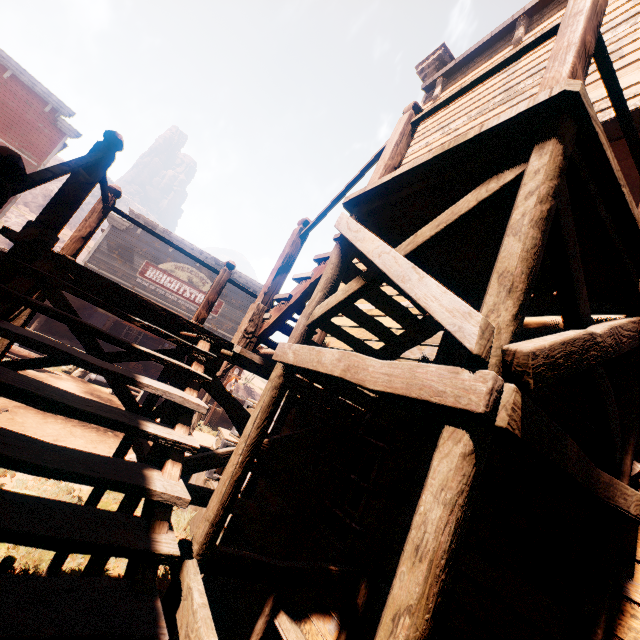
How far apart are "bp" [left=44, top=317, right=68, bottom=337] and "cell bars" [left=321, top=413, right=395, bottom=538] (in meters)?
17.57

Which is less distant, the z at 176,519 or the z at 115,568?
the z at 115,568

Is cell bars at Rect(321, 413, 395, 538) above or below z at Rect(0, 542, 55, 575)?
above

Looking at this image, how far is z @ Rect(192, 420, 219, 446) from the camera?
13.6 meters

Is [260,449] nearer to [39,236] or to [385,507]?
[385,507]

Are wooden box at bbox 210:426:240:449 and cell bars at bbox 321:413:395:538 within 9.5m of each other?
yes

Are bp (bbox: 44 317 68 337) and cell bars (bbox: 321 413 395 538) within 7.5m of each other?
no

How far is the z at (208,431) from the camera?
13.6 meters
